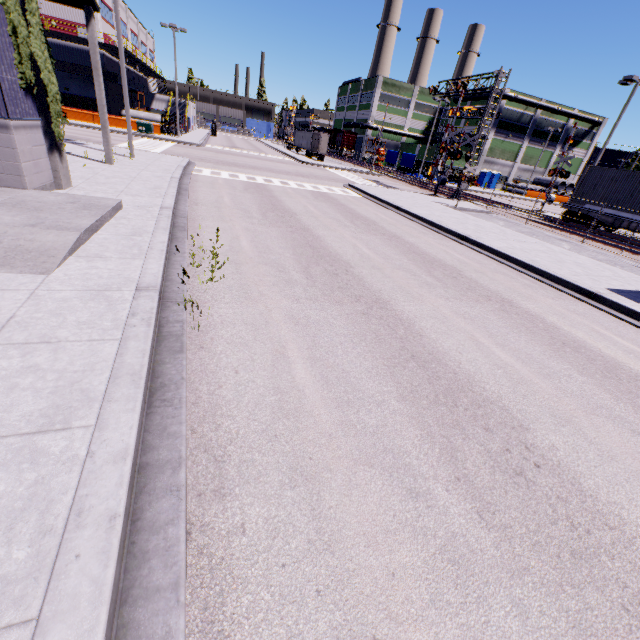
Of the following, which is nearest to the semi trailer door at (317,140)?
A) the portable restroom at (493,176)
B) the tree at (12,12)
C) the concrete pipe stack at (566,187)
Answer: the tree at (12,12)

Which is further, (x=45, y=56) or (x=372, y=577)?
Answer: (x=45, y=56)

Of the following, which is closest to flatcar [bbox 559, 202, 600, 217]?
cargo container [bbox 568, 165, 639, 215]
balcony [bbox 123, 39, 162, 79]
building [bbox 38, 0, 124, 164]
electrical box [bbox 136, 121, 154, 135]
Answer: cargo container [bbox 568, 165, 639, 215]

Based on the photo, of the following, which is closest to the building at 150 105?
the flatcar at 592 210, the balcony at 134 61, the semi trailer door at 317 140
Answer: the balcony at 134 61

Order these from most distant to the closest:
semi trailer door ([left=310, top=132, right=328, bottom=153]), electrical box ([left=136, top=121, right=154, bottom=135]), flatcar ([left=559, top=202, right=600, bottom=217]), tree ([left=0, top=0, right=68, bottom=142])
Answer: semi trailer door ([left=310, top=132, right=328, bottom=153]) < electrical box ([left=136, top=121, right=154, bottom=135]) < flatcar ([left=559, top=202, right=600, bottom=217]) < tree ([left=0, top=0, right=68, bottom=142])

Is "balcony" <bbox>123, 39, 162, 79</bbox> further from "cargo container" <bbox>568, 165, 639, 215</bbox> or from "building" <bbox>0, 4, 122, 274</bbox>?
"cargo container" <bbox>568, 165, 639, 215</bbox>

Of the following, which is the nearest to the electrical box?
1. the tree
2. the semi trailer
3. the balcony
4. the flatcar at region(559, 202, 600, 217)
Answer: the semi trailer

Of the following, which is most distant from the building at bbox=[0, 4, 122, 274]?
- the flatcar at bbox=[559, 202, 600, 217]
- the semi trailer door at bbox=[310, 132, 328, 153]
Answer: the semi trailer door at bbox=[310, 132, 328, 153]
